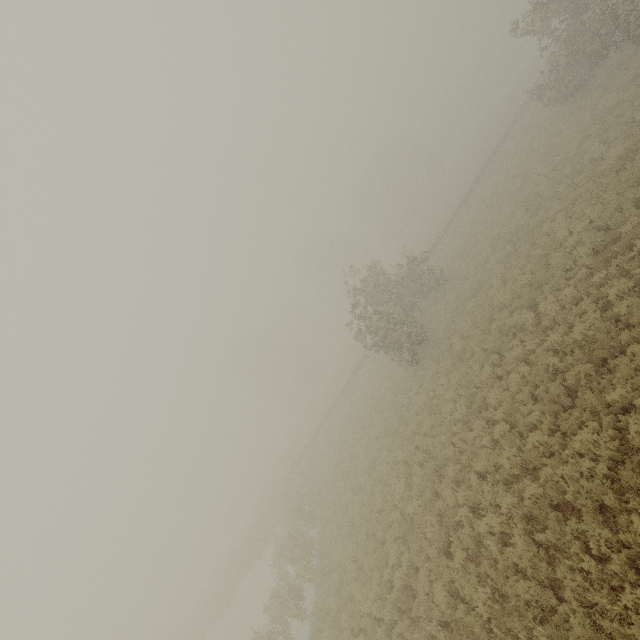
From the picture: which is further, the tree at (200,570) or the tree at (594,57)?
the tree at (200,570)

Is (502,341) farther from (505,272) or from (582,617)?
(582,617)

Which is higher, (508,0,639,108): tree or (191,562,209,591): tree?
(508,0,639,108): tree

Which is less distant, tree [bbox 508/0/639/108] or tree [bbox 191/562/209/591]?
tree [bbox 508/0/639/108]

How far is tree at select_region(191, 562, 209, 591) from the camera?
58.4 meters

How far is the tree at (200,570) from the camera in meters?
58.4
